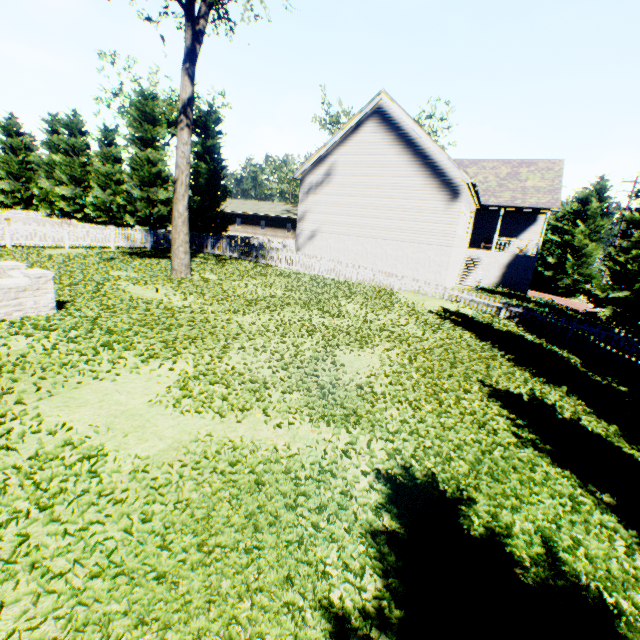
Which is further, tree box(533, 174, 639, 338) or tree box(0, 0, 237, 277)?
tree box(533, 174, 639, 338)

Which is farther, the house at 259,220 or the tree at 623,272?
the house at 259,220

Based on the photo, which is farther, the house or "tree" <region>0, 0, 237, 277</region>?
the house

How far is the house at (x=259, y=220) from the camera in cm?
4872

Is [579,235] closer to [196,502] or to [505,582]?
[505,582]

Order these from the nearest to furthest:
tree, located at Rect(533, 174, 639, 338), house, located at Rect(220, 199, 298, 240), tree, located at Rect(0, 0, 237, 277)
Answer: tree, located at Rect(0, 0, 237, 277)
tree, located at Rect(533, 174, 639, 338)
house, located at Rect(220, 199, 298, 240)

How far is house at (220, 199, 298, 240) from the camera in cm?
4872
